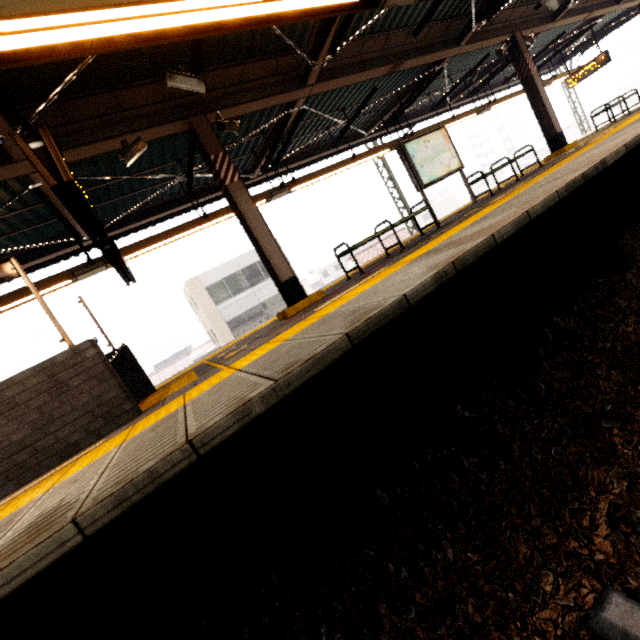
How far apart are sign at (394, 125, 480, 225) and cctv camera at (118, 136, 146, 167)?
5.0 meters

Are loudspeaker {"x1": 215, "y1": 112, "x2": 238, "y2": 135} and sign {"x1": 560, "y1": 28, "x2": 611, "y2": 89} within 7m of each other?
no

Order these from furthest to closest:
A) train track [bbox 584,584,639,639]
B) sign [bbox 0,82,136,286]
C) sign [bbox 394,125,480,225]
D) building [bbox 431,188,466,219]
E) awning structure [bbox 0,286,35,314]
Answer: building [bbox 431,188,466,219], sign [bbox 394,125,480,225], awning structure [bbox 0,286,35,314], sign [bbox 0,82,136,286], train track [bbox 584,584,639,639]

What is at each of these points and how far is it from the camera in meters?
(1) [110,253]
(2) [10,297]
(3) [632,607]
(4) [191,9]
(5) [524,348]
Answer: (1) sign, 5.4
(2) awning structure, 6.2
(3) train track, 1.2
(4) awning structure, 2.8
(5) platform underside, 2.8

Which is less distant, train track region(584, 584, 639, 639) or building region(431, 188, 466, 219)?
train track region(584, 584, 639, 639)

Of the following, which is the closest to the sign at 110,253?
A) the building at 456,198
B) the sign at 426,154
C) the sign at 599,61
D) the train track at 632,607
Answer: the train track at 632,607

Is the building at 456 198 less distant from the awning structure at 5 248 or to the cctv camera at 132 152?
the awning structure at 5 248

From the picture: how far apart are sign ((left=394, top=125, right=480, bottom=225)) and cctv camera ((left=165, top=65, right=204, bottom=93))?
4.3m
